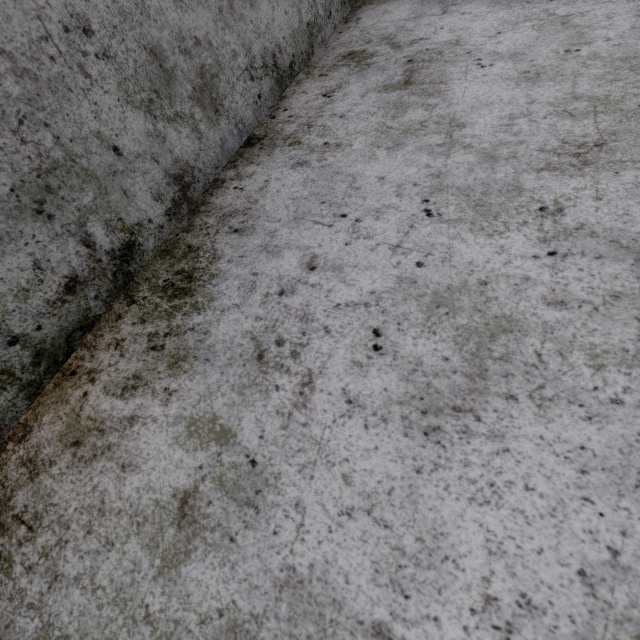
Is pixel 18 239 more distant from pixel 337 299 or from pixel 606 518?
pixel 606 518
